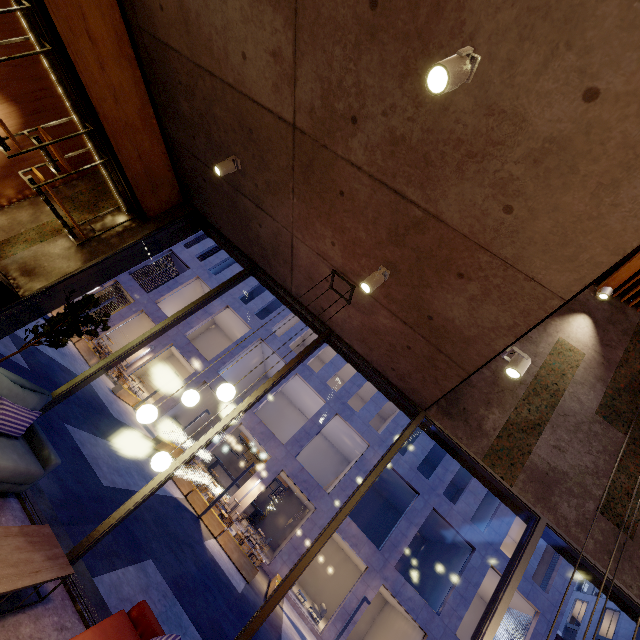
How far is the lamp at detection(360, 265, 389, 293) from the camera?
3.5 meters

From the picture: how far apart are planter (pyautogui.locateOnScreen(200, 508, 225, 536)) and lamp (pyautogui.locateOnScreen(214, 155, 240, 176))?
13.62m

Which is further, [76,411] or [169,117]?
[76,411]

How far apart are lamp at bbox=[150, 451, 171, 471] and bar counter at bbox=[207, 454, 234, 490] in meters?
23.9

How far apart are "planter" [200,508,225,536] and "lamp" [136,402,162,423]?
12.1m

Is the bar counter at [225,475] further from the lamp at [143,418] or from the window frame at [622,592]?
the lamp at [143,418]

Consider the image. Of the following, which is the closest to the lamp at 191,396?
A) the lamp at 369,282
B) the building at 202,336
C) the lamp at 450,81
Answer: the lamp at 369,282
